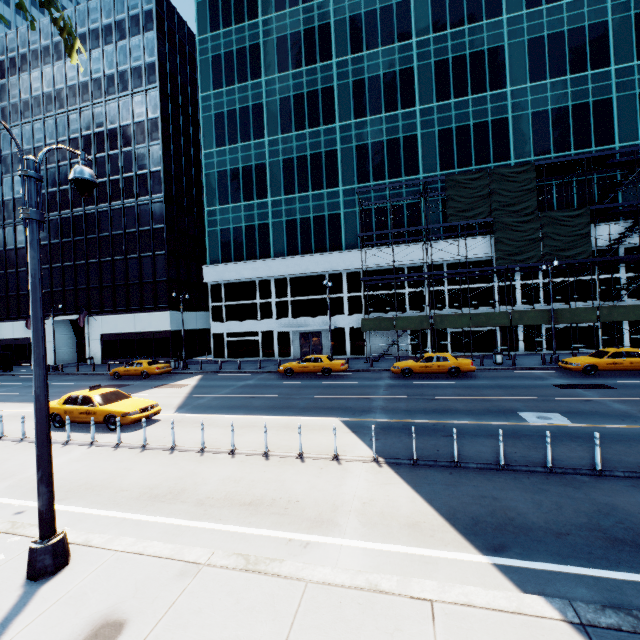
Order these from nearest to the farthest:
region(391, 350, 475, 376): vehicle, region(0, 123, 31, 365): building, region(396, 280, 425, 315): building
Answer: region(391, 350, 475, 376): vehicle
region(396, 280, 425, 315): building
region(0, 123, 31, 365): building

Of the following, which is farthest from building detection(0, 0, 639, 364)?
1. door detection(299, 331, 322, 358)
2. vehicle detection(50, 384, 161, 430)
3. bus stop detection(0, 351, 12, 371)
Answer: bus stop detection(0, 351, 12, 371)

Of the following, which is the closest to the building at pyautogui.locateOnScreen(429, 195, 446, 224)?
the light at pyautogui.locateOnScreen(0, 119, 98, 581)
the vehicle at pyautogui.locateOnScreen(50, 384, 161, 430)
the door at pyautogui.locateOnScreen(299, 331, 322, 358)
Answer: the door at pyautogui.locateOnScreen(299, 331, 322, 358)

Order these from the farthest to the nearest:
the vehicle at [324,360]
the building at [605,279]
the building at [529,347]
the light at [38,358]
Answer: the building at [529,347]
the building at [605,279]
the vehicle at [324,360]
the light at [38,358]

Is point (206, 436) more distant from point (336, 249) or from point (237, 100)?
point (237, 100)

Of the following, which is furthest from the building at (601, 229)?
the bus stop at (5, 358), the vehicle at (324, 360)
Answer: the bus stop at (5, 358)

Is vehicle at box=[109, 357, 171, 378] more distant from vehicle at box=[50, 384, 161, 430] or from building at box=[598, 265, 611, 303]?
vehicle at box=[50, 384, 161, 430]

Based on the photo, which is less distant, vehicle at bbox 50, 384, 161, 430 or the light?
the light
